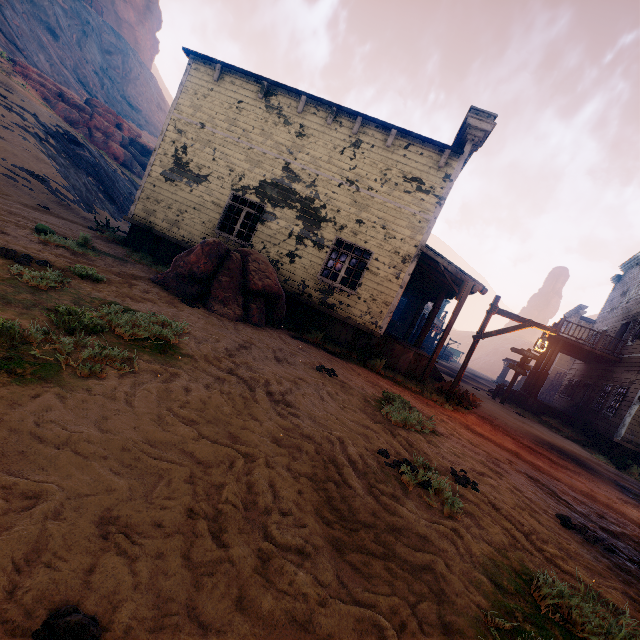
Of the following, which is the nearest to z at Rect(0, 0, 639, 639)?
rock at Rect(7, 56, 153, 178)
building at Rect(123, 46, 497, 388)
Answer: building at Rect(123, 46, 497, 388)

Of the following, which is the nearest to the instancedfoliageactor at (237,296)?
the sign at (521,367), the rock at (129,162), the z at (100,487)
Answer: the z at (100,487)

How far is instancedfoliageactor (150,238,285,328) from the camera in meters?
7.6 m

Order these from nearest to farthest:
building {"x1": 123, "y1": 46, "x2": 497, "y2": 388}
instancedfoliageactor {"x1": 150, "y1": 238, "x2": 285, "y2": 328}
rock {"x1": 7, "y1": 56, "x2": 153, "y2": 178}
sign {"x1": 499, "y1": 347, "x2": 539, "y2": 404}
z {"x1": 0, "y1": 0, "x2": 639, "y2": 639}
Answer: z {"x1": 0, "y1": 0, "x2": 639, "y2": 639}, instancedfoliageactor {"x1": 150, "y1": 238, "x2": 285, "y2": 328}, building {"x1": 123, "y1": 46, "x2": 497, "y2": 388}, sign {"x1": 499, "y1": 347, "x2": 539, "y2": 404}, rock {"x1": 7, "y1": 56, "x2": 153, "y2": 178}

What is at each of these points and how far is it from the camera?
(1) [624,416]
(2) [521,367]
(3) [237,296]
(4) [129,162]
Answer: (1) building, 13.77m
(2) sign, 17.48m
(3) instancedfoliageactor, 8.06m
(4) rock, 32.25m

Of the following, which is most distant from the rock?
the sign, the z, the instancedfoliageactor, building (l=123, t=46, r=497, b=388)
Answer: the sign

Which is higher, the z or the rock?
the rock

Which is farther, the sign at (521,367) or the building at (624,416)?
the sign at (521,367)
